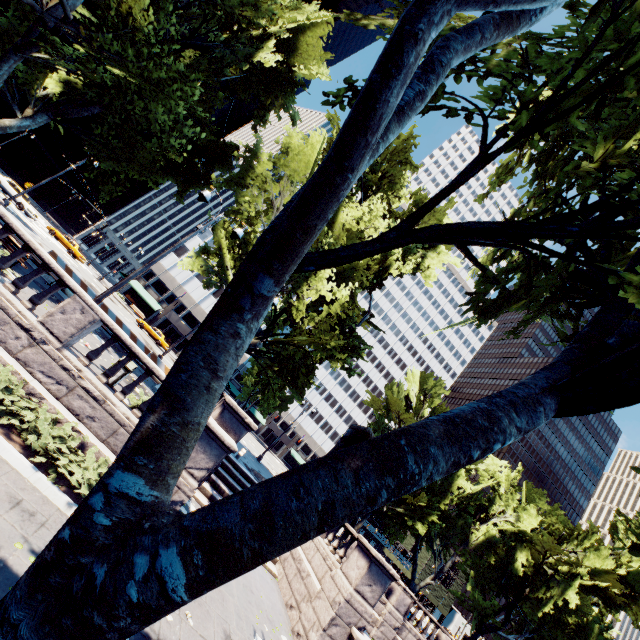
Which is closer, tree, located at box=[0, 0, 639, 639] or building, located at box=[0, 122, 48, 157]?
tree, located at box=[0, 0, 639, 639]

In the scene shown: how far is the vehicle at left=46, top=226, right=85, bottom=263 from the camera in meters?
38.7

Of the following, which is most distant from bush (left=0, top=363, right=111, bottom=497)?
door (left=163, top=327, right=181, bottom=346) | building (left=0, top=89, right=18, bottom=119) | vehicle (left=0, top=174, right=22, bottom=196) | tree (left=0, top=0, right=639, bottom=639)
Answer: building (left=0, top=89, right=18, bottom=119)

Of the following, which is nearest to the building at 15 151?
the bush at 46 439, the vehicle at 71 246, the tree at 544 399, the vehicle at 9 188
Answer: the vehicle at 71 246

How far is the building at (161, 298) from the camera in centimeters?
5678cm

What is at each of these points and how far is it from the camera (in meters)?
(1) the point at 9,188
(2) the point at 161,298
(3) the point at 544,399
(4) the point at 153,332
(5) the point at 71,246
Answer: (1) vehicle, 31.03
(2) building, 57.75
(3) tree, 3.28
(4) vehicle, 40.84
(5) vehicle, 39.06

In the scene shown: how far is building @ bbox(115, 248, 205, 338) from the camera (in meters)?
56.78

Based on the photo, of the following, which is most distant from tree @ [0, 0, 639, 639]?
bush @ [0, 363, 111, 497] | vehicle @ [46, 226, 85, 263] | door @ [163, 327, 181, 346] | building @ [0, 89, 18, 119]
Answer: building @ [0, 89, 18, 119]
